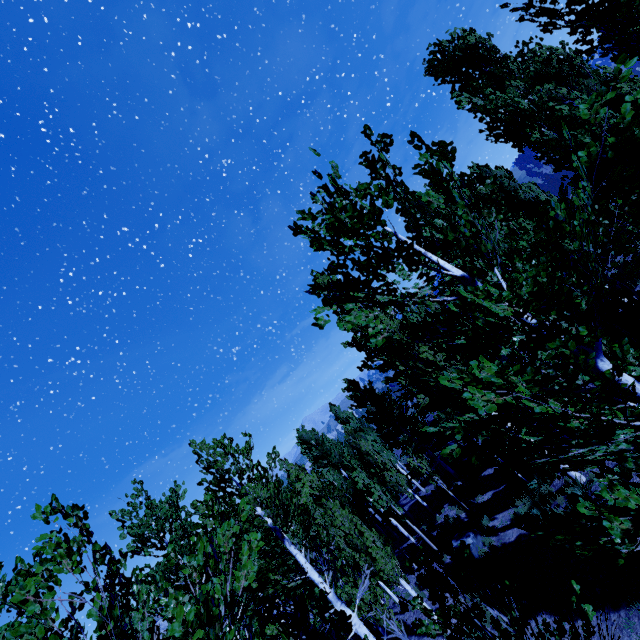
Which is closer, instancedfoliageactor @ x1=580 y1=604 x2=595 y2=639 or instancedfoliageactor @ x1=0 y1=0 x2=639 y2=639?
instancedfoliageactor @ x1=0 y1=0 x2=639 y2=639

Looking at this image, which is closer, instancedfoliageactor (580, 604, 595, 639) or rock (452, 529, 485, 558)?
instancedfoliageactor (580, 604, 595, 639)

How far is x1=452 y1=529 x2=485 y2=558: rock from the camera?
14.2m

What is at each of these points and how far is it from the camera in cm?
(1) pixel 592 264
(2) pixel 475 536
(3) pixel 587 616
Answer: (1) instancedfoliageactor, 215
(2) rock, 1458
(3) instancedfoliageactor, 448

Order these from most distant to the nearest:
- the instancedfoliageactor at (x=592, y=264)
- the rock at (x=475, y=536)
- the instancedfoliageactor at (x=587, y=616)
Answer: the rock at (x=475, y=536) < the instancedfoliageactor at (x=587, y=616) < the instancedfoliageactor at (x=592, y=264)

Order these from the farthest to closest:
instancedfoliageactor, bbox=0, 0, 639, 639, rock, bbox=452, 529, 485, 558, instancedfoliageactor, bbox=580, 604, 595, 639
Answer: rock, bbox=452, 529, 485, 558 → instancedfoliageactor, bbox=580, 604, 595, 639 → instancedfoliageactor, bbox=0, 0, 639, 639

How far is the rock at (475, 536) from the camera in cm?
1417
